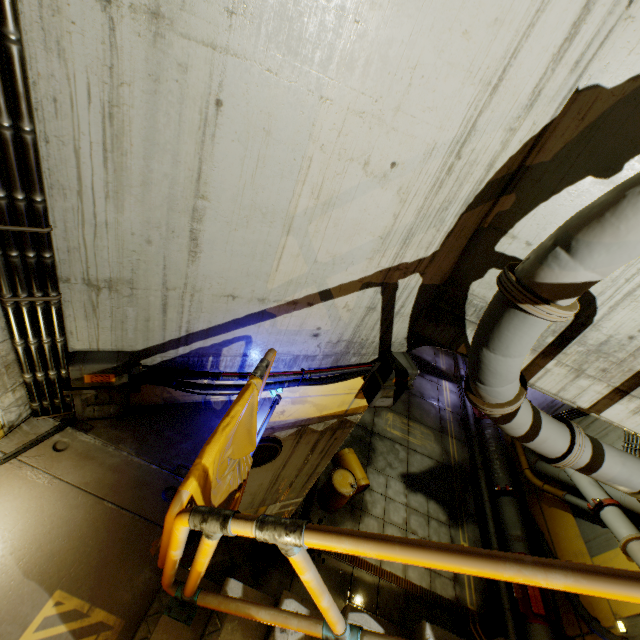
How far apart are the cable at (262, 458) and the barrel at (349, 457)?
4.09m

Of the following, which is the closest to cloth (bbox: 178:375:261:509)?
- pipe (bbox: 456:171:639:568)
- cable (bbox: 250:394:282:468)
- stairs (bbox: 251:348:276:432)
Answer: stairs (bbox: 251:348:276:432)

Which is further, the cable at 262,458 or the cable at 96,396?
the cable at 262,458

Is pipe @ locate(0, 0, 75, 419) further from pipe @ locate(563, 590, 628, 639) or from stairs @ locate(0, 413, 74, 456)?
pipe @ locate(563, 590, 628, 639)

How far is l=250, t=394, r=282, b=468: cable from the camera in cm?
393

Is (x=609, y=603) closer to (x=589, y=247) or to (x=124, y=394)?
(x=589, y=247)

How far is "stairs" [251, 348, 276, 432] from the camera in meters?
2.7

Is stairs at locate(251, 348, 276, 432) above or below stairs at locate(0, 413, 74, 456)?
above
